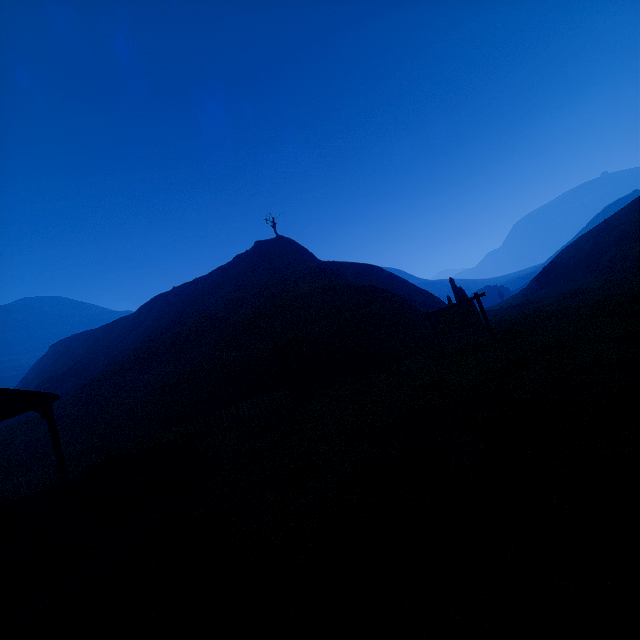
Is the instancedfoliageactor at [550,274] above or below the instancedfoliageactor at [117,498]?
above

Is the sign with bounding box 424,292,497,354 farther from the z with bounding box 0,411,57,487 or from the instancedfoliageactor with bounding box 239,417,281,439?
the instancedfoliageactor with bounding box 239,417,281,439

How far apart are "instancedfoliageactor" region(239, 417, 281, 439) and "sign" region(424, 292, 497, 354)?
8.5 meters

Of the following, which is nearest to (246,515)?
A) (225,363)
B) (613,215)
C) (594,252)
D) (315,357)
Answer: (315,357)

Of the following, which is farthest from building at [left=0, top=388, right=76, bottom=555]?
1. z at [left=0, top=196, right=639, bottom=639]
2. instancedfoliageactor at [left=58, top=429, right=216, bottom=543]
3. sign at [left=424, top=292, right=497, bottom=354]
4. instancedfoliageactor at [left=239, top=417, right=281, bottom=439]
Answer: sign at [left=424, top=292, right=497, bottom=354]

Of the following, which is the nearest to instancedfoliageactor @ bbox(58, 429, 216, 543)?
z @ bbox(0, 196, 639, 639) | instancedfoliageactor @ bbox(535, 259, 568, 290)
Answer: z @ bbox(0, 196, 639, 639)

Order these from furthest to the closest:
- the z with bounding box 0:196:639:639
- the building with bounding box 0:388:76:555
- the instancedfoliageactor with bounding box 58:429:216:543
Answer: the building with bounding box 0:388:76:555
the instancedfoliageactor with bounding box 58:429:216:543
the z with bounding box 0:196:639:639

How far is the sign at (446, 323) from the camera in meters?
13.4 m
